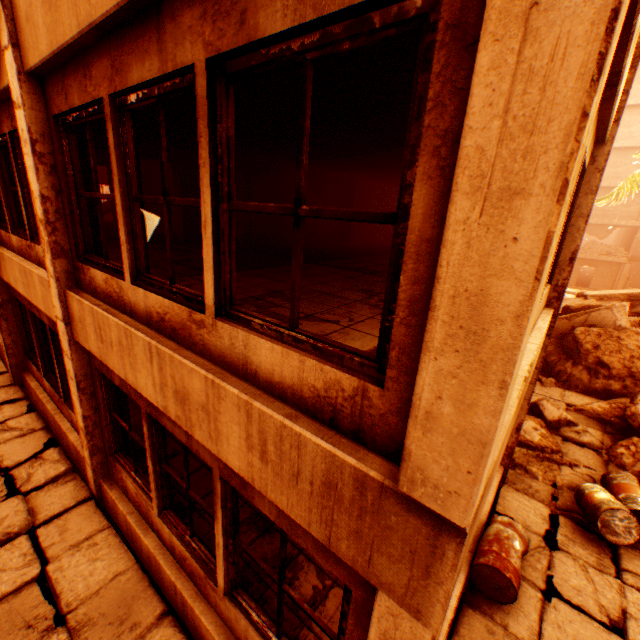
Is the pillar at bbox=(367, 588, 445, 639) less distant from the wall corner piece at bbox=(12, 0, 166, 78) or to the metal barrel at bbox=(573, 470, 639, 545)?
the wall corner piece at bbox=(12, 0, 166, 78)

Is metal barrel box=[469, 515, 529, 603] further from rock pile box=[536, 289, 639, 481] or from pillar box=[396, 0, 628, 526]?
rock pile box=[536, 289, 639, 481]

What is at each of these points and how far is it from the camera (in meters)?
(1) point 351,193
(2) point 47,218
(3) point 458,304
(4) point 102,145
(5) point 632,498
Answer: (1) pillar, 12.34
(2) pillar, 3.79
(3) pillar, 1.13
(4) concrete beam, 8.06
(5) metal barrel, 5.30

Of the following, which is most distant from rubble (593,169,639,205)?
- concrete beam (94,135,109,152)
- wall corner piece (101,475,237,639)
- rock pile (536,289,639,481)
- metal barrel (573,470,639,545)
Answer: concrete beam (94,135,109,152)

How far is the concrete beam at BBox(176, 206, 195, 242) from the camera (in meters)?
10.15

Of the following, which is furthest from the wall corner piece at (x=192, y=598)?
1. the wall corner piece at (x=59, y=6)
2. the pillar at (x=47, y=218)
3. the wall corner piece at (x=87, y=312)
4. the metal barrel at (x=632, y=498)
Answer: the wall corner piece at (x=59, y=6)

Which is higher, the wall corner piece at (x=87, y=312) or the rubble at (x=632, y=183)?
the rubble at (x=632, y=183)

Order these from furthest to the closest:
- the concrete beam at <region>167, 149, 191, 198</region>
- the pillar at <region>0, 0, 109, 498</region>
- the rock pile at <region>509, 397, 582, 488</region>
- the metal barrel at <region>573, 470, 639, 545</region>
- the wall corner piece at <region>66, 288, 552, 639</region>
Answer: the concrete beam at <region>167, 149, 191, 198</region> < the rock pile at <region>509, 397, 582, 488</region> < the metal barrel at <region>573, 470, 639, 545</region> < the pillar at <region>0, 0, 109, 498</region> < the wall corner piece at <region>66, 288, 552, 639</region>
